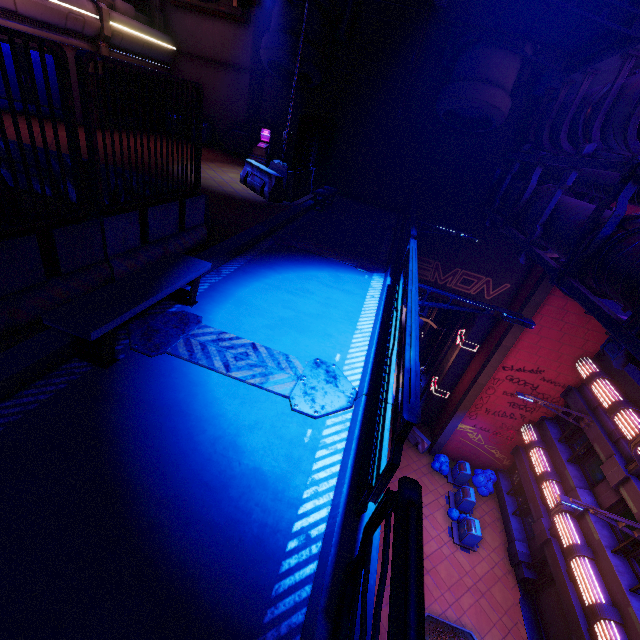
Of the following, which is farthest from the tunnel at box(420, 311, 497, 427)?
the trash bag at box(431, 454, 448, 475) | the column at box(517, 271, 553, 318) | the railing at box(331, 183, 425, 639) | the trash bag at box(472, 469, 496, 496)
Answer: the railing at box(331, 183, 425, 639)

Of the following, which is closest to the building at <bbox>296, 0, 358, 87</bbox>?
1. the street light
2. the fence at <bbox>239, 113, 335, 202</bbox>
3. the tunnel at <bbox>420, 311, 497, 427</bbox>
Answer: the street light

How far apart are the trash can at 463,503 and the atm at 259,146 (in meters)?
19.49

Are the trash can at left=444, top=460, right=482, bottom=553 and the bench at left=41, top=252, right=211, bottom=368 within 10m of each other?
no

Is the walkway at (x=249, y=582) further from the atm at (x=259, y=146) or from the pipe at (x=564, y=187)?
the atm at (x=259, y=146)

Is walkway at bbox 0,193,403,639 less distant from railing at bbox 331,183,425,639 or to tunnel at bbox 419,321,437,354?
railing at bbox 331,183,425,639

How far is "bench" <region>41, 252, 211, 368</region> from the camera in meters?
3.2 m

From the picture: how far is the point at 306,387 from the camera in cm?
409
